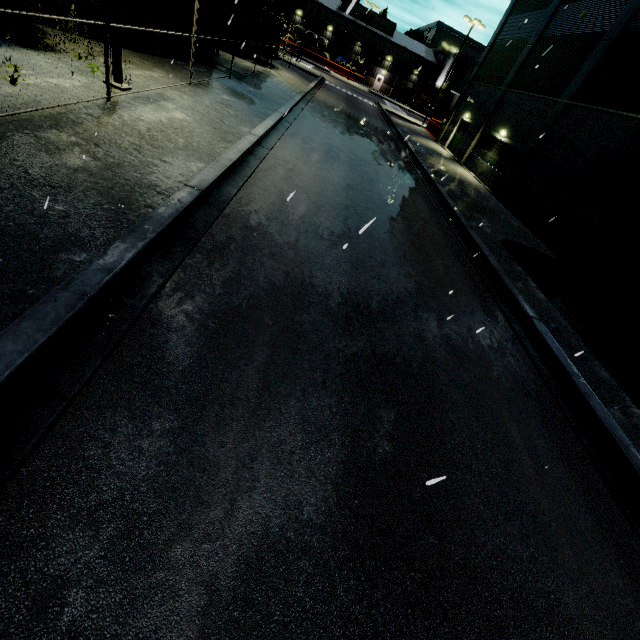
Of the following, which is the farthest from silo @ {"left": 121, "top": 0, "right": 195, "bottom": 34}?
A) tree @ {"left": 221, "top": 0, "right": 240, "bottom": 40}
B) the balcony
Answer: the balcony

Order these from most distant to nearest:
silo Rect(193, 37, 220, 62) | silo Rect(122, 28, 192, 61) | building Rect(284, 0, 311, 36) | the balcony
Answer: building Rect(284, 0, 311, 36) < silo Rect(193, 37, 220, 62) < silo Rect(122, 28, 192, 61) < the balcony

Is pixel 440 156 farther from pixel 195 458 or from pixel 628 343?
pixel 195 458

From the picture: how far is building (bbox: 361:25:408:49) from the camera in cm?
5888

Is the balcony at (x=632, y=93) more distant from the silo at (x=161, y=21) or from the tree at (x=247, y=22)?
the tree at (x=247, y=22)

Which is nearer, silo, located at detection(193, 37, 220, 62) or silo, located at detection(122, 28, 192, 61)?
silo, located at detection(122, 28, 192, 61)

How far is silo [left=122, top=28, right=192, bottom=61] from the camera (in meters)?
12.44

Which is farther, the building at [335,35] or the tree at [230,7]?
the building at [335,35]
